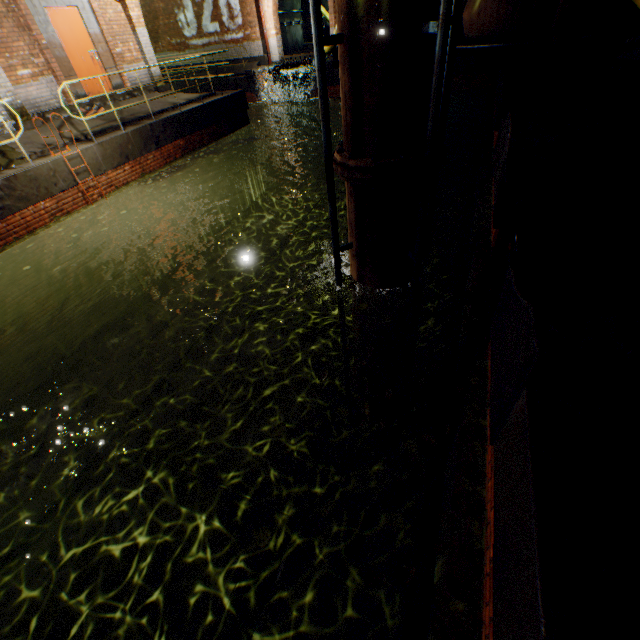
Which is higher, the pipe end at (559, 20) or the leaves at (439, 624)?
the pipe end at (559, 20)

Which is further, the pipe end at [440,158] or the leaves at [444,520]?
the pipe end at [440,158]

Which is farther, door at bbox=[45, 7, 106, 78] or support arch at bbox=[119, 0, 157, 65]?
support arch at bbox=[119, 0, 157, 65]

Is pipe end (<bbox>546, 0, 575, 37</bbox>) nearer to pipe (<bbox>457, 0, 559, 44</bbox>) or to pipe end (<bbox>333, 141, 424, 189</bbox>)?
pipe (<bbox>457, 0, 559, 44</bbox>)

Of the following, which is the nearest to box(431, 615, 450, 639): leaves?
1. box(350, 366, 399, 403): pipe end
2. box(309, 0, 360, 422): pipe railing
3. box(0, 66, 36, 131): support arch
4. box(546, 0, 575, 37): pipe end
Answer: box(309, 0, 360, 422): pipe railing

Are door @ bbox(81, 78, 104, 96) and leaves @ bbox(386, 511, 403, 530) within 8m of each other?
no

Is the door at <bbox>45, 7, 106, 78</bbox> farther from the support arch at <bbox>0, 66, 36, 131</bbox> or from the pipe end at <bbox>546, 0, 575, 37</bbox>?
the pipe end at <bbox>546, 0, 575, 37</bbox>

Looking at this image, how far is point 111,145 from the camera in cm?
881
